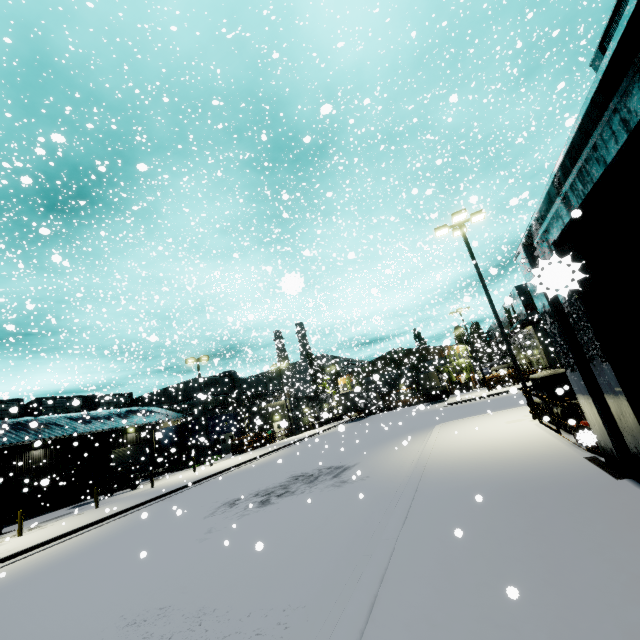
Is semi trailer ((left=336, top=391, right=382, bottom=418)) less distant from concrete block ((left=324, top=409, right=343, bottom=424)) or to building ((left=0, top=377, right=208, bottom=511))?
building ((left=0, top=377, right=208, bottom=511))

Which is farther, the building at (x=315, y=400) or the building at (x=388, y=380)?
the building at (x=315, y=400)

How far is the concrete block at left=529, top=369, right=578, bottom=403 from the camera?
10.50m

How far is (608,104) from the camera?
3.5m

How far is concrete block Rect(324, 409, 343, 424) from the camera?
11.59m

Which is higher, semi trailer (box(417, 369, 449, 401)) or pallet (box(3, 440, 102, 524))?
semi trailer (box(417, 369, 449, 401))

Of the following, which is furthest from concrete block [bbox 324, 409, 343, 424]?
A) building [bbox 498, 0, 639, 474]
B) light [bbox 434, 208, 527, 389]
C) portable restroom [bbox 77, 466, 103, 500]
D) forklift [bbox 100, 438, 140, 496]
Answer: portable restroom [bbox 77, 466, 103, 500]

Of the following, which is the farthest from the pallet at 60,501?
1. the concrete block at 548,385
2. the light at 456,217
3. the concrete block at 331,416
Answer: the concrete block at 331,416
